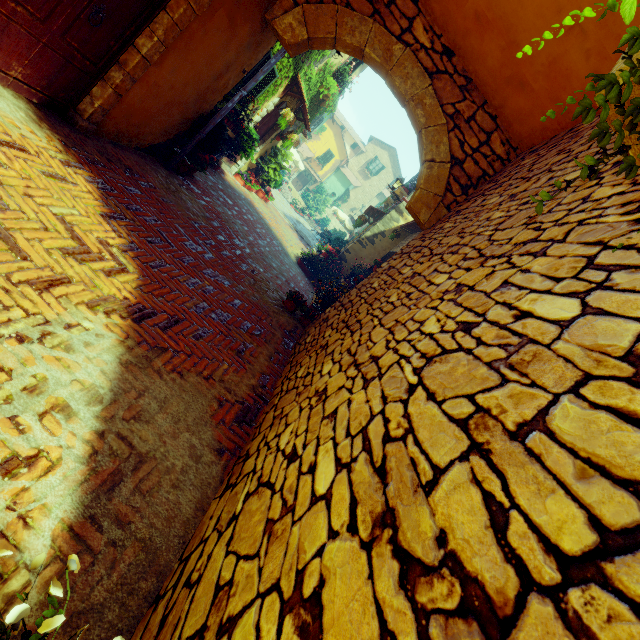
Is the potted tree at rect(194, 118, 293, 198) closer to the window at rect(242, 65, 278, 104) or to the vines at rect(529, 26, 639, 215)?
the window at rect(242, 65, 278, 104)

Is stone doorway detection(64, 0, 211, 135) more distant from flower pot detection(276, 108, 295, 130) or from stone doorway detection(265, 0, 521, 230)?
flower pot detection(276, 108, 295, 130)

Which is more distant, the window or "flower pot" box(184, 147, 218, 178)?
the window

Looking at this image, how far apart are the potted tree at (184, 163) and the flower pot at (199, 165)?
0.0 meters

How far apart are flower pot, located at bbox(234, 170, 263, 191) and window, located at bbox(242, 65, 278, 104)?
2.8m

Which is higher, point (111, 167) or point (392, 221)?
point (392, 221)

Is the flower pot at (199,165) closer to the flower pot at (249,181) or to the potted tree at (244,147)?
the potted tree at (244,147)

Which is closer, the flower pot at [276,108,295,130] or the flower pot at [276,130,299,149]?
the flower pot at [276,108,295,130]
